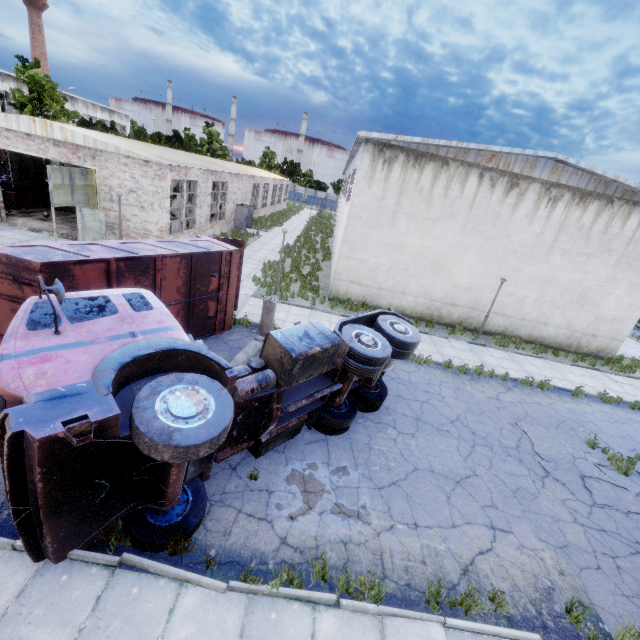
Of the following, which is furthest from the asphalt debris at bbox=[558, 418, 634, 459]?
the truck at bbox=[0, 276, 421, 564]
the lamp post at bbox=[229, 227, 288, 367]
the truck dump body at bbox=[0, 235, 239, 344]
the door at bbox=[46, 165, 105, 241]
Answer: the door at bbox=[46, 165, 105, 241]

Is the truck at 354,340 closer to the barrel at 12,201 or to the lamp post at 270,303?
the lamp post at 270,303

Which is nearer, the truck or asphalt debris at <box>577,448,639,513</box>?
the truck

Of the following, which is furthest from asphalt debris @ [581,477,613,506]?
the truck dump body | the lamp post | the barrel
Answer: the barrel

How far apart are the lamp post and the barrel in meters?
20.6 m

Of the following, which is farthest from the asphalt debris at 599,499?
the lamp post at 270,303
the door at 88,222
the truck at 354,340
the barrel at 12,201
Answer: the barrel at 12,201

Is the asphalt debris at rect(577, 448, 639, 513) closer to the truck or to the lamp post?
the truck

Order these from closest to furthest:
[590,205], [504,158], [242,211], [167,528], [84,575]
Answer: [84,575] → [167,528] → [504,158] → [590,205] → [242,211]
